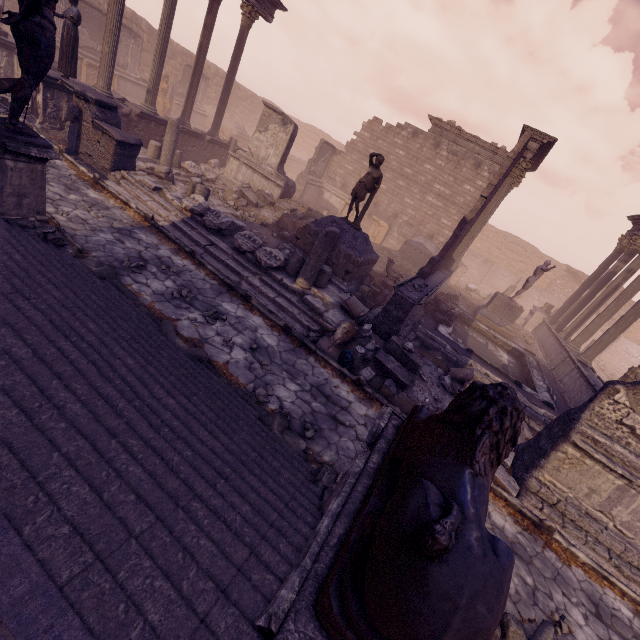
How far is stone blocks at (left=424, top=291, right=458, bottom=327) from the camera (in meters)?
11.78

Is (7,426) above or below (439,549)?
below

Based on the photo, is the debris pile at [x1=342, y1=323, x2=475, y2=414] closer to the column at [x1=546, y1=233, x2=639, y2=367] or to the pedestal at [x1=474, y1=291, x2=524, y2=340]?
the pedestal at [x1=474, y1=291, x2=524, y2=340]

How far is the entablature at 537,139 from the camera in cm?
1283

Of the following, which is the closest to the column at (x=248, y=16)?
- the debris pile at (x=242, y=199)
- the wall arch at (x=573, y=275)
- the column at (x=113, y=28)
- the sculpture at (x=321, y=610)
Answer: the debris pile at (x=242, y=199)

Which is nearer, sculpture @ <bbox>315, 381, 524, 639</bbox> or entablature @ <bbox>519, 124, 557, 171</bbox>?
sculpture @ <bbox>315, 381, 524, 639</bbox>

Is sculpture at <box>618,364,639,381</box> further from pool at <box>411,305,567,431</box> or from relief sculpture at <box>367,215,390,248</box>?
relief sculpture at <box>367,215,390,248</box>

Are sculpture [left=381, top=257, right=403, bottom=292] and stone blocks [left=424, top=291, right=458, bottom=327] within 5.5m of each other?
yes
